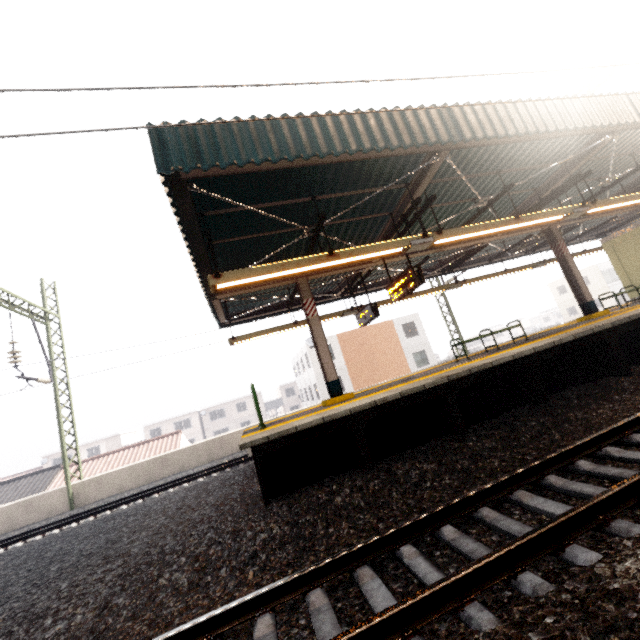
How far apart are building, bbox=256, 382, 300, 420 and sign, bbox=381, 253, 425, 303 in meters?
45.8

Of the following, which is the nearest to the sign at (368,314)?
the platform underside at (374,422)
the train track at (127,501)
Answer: the platform underside at (374,422)

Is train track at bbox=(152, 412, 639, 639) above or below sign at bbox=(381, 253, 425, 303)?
below

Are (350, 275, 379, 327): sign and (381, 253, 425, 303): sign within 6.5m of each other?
yes

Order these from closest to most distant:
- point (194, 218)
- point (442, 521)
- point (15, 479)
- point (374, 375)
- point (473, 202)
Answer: point (442, 521), point (194, 218), point (473, 202), point (15, 479), point (374, 375)

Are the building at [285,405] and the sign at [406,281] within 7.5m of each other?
no

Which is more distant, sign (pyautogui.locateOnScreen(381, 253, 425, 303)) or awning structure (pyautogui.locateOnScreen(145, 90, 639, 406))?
sign (pyautogui.locateOnScreen(381, 253, 425, 303))

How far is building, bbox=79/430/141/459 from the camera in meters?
44.2
